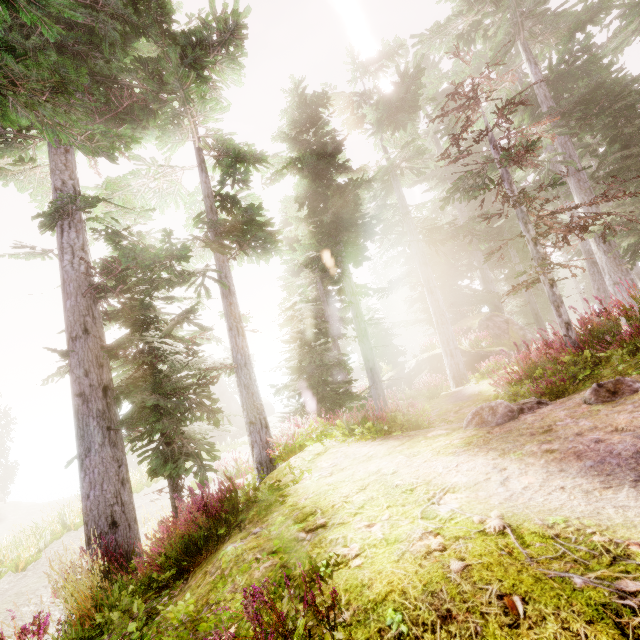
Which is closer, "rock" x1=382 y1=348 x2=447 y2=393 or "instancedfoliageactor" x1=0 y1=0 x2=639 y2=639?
"instancedfoliageactor" x1=0 y1=0 x2=639 y2=639

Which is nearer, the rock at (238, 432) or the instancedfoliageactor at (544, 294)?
the instancedfoliageactor at (544, 294)

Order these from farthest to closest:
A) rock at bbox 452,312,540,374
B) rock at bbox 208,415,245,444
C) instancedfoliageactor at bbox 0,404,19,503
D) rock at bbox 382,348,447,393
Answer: rock at bbox 208,415,245,444
instancedfoliageactor at bbox 0,404,19,503
rock at bbox 382,348,447,393
rock at bbox 452,312,540,374

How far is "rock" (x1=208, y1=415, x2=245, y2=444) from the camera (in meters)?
37.25

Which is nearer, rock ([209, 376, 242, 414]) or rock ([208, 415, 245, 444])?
rock ([208, 415, 245, 444])

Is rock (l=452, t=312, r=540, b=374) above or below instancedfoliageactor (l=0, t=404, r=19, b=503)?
above

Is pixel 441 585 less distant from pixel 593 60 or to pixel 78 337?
pixel 78 337

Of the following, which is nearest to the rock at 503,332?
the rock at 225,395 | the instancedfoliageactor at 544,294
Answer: the instancedfoliageactor at 544,294
